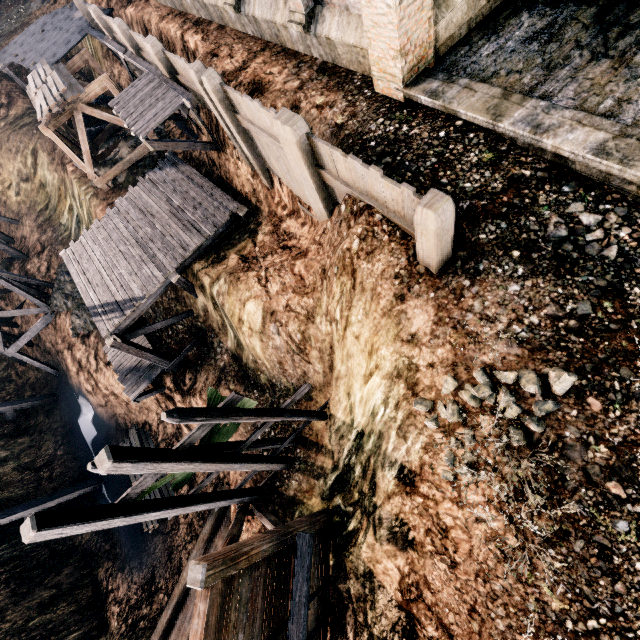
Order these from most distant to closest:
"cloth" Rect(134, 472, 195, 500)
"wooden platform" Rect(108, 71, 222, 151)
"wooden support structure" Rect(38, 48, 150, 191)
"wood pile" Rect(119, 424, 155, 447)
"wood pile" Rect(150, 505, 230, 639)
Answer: "wood pile" Rect(119, 424, 155, 447) < "wooden support structure" Rect(38, 48, 150, 191) < "wood pile" Rect(150, 505, 230, 639) < "wooden platform" Rect(108, 71, 222, 151) < "cloth" Rect(134, 472, 195, 500)

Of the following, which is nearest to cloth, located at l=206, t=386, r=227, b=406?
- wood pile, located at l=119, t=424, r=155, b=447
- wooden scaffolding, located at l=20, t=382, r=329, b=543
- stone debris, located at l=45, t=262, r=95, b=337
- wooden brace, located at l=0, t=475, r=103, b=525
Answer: wooden scaffolding, located at l=20, t=382, r=329, b=543

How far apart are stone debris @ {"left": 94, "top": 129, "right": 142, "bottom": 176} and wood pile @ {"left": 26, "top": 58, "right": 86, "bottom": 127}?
3.5 meters

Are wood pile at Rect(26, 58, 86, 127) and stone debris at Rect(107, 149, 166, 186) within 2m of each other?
no

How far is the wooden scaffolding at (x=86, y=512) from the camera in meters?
6.8 m

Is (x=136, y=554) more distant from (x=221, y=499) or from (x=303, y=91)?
(x=303, y=91)

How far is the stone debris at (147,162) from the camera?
20.3m

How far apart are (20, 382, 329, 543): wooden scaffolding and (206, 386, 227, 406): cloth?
0.0m
